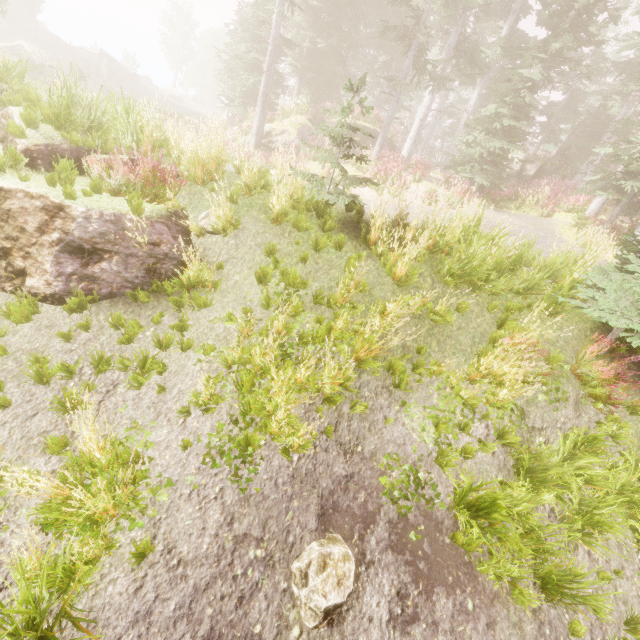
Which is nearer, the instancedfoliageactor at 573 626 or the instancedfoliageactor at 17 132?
the instancedfoliageactor at 573 626

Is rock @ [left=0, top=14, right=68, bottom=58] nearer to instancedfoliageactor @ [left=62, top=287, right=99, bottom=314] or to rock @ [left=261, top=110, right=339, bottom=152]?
instancedfoliageactor @ [left=62, top=287, right=99, bottom=314]

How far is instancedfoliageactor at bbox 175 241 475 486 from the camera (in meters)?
4.10

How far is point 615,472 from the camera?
5.2 meters

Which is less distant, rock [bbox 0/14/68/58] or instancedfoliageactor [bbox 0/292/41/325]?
instancedfoliageactor [bbox 0/292/41/325]

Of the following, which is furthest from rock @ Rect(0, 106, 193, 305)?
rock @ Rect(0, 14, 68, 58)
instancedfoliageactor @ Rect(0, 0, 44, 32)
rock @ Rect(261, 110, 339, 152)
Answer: rock @ Rect(0, 14, 68, 58)

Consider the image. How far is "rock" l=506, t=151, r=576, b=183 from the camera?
25.28m

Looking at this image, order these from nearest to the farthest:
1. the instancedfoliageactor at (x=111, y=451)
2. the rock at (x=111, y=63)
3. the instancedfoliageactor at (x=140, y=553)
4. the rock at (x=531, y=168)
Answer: the instancedfoliageactor at (x=111, y=451) → the instancedfoliageactor at (x=140, y=553) → the rock at (x=531, y=168) → the rock at (x=111, y=63)
